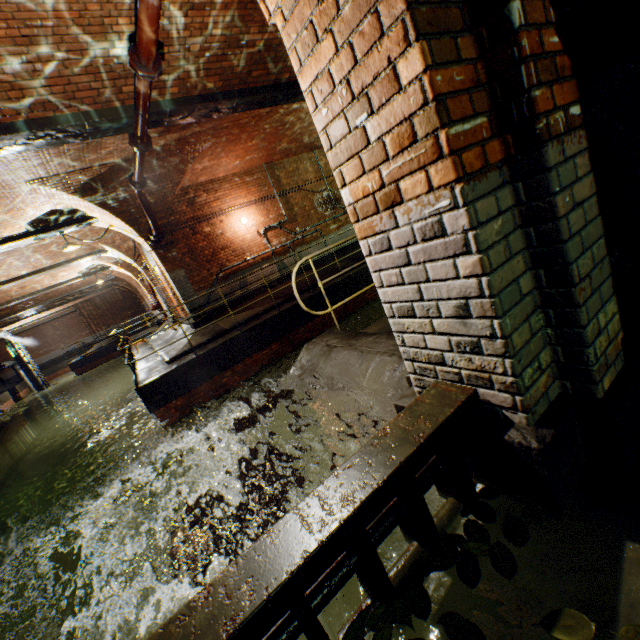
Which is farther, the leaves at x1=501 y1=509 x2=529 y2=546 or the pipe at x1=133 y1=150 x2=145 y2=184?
the pipe at x1=133 y1=150 x2=145 y2=184

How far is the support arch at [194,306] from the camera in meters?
9.8 m

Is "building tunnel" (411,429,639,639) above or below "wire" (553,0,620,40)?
below

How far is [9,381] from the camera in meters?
32.5 m

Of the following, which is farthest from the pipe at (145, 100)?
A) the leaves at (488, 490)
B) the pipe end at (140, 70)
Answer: the leaves at (488, 490)

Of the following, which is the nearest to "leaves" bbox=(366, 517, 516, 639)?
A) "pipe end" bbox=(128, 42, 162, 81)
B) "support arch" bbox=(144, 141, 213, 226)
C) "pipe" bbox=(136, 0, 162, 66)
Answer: "pipe" bbox=(136, 0, 162, 66)

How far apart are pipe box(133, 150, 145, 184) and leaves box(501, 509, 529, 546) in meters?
7.0 m

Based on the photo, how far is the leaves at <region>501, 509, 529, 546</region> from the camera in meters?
1.3 m
